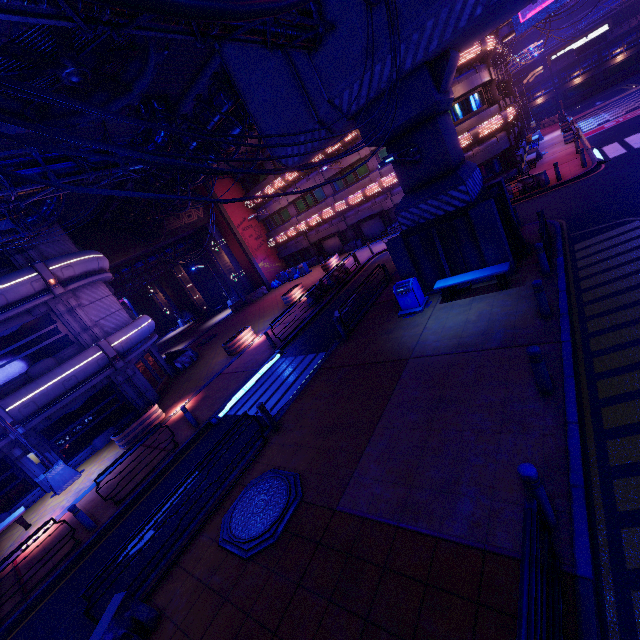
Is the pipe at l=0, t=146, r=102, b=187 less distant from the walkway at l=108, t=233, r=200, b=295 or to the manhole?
the manhole

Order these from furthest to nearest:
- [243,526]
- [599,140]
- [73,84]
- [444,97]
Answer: [599,140] < [444,97] < [73,84] < [243,526]

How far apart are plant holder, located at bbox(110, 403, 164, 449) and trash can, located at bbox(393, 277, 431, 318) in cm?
1236

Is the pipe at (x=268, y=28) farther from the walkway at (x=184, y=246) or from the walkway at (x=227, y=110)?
the walkway at (x=184, y=246)

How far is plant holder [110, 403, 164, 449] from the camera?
14.62m

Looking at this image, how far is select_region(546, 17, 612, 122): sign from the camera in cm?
3194

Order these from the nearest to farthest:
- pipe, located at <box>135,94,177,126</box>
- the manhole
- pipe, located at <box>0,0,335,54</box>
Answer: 1. pipe, located at <box>0,0,335,54</box>
2. the manhole
3. pipe, located at <box>135,94,177,126</box>

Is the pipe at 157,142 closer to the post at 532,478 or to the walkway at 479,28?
the walkway at 479,28
